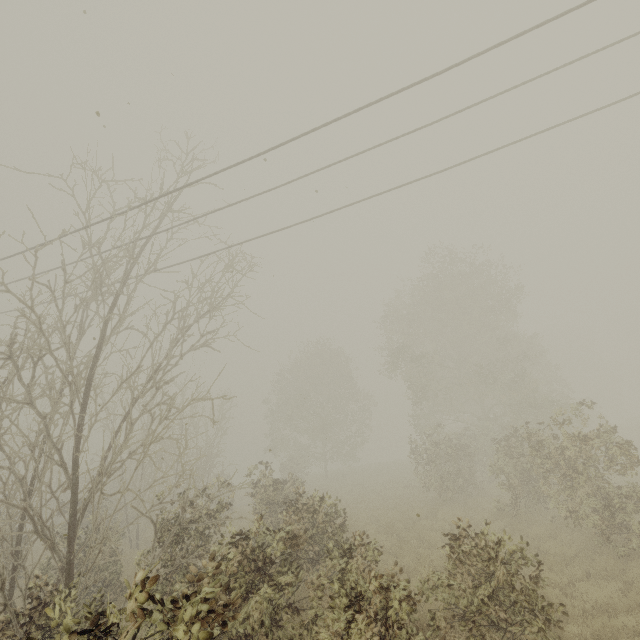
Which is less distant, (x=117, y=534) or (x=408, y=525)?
(x=117, y=534)

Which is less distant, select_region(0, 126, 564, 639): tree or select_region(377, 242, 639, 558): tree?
select_region(0, 126, 564, 639): tree

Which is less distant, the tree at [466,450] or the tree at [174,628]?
the tree at [174,628]
